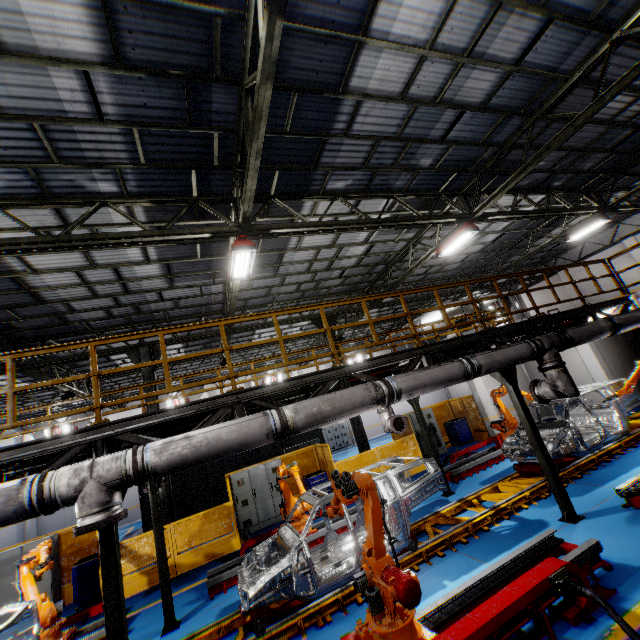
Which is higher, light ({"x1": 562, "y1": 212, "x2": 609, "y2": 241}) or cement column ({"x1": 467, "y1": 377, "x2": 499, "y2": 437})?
light ({"x1": 562, "y1": 212, "x2": 609, "y2": 241})

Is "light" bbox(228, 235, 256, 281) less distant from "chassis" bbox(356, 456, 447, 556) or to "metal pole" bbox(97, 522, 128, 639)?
"metal pole" bbox(97, 522, 128, 639)

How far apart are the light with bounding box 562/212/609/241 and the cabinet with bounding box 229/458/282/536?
16.17m

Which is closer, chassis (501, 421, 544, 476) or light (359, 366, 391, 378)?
light (359, 366, 391, 378)

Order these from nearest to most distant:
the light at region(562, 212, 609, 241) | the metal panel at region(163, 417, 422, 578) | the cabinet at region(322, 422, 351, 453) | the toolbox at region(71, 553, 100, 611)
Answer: the toolbox at region(71, 553, 100, 611)
the metal panel at region(163, 417, 422, 578)
the light at region(562, 212, 609, 241)
the cabinet at region(322, 422, 351, 453)

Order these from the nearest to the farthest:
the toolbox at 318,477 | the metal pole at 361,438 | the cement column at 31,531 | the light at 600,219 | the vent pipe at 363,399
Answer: the vent pipe at 363,399
the toolbox at 318,477
the light at 600,219
the metal pole at 361,438
the cement column at 31,531

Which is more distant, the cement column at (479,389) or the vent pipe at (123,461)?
the cement column at (479,389)

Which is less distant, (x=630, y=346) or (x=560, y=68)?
(x=560, y=68)
